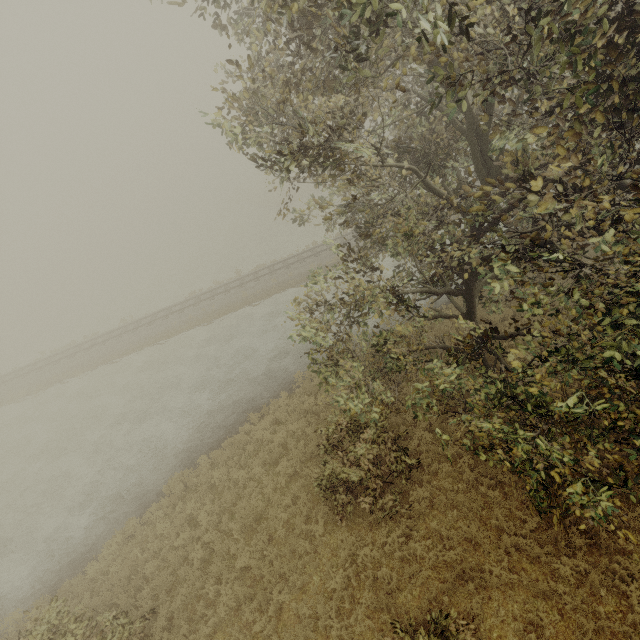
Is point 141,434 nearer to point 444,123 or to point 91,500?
point 91,500
